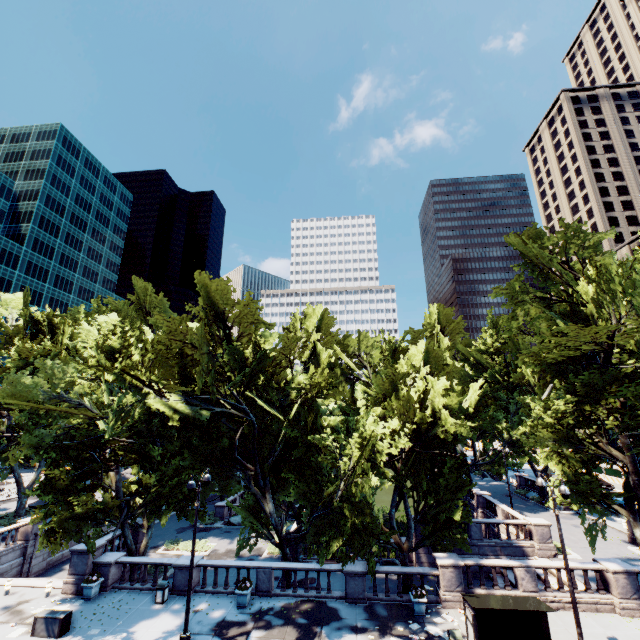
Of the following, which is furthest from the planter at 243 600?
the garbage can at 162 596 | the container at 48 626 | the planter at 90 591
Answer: the planter at 90 591

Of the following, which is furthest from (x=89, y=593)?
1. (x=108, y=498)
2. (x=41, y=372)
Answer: (x=41, y=372)

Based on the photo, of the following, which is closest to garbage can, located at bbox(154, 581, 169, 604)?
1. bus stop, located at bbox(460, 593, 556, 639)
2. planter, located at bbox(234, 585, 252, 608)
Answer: planter, located at bbox(234, 585, 252, 608)

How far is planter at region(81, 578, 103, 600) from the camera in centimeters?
1886cm

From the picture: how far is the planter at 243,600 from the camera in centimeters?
1797cm

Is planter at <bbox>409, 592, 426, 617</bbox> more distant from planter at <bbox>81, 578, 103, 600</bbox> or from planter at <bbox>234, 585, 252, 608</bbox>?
planter at <bbox>81, 578, 103, 600</bbox>

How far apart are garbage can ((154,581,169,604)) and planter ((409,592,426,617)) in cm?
1398

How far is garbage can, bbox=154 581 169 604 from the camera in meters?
18.4 m
